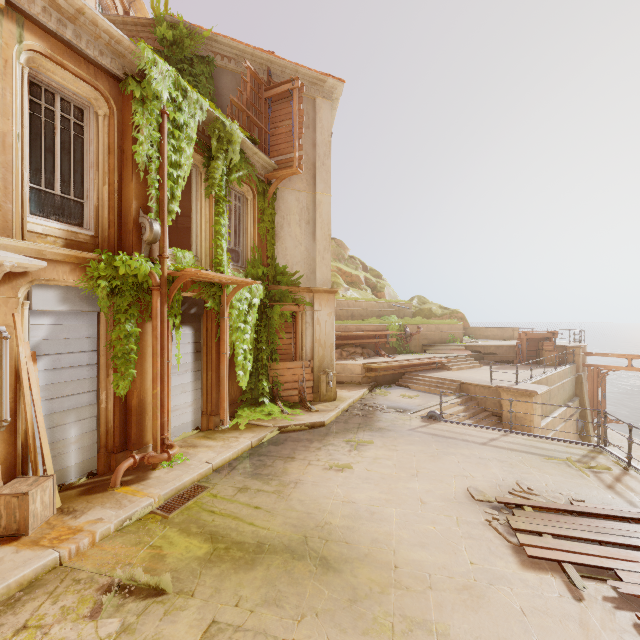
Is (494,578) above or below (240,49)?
below

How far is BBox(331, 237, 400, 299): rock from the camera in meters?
25.9

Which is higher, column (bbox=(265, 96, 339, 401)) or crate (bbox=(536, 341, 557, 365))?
column (bbox=(265, 96, 339, 401))

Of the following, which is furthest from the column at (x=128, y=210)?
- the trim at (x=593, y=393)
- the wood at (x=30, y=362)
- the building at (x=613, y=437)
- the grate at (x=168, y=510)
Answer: the trim at (x=593, y=393)

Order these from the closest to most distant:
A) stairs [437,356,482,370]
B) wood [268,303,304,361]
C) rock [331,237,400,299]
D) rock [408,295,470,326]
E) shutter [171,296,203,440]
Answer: shutter [171,296,203,440], wood [268,303,304,361], stairs [437,356,482,370], rock [331,237,400,299], rock [408,295,470,326]

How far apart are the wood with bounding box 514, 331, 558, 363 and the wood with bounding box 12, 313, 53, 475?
22.8m

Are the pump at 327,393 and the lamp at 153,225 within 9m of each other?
yes

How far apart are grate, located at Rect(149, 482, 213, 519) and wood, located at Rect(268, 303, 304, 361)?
Answer: 6.0 meters
